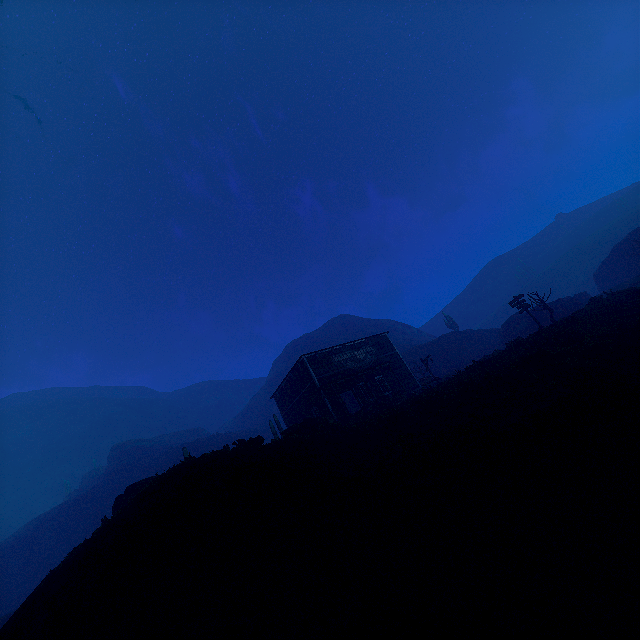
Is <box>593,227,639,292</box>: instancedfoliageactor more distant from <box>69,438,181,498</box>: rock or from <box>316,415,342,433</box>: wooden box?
<box>69,438,181,498</box>: rock

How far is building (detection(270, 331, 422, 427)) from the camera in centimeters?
2461cm

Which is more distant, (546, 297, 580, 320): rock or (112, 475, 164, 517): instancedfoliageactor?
(546, 297, 580, 320): rock

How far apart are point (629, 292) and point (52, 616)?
32.77m

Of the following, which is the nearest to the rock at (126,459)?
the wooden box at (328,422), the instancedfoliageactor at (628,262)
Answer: the wooden box at (328,422)

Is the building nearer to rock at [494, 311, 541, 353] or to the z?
the z

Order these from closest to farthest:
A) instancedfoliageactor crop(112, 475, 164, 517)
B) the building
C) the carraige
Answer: instancedfoliageactor crop(112, 475, 164, 517) → the carraige → the building

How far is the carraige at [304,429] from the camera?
15.43m
